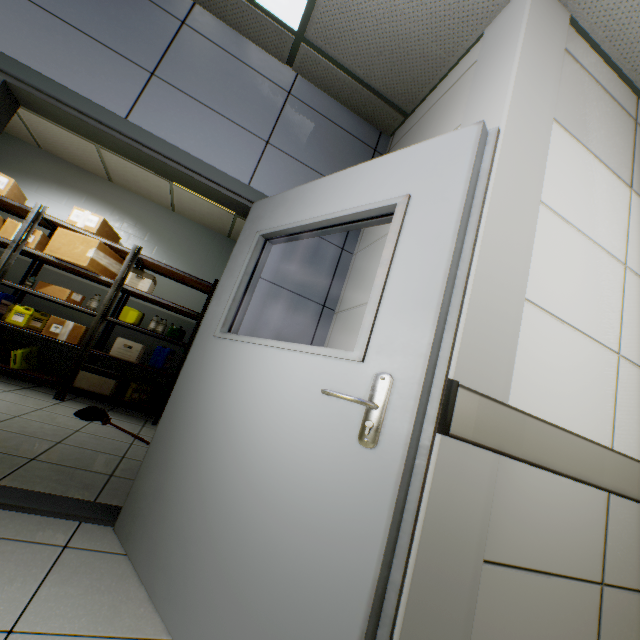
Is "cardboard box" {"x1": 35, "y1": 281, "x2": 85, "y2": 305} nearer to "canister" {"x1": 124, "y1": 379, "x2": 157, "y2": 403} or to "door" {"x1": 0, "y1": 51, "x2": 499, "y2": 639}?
"canister" {"x1": 124, "y1": 379, "x2": 157, "y2": 403}

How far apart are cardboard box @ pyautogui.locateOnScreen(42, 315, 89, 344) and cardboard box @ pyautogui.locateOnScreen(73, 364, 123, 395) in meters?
0.3

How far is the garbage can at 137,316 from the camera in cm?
464

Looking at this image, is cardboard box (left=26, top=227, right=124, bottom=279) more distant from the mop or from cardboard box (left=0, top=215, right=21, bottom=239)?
the mop

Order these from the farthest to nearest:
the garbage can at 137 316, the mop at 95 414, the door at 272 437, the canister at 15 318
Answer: the garbage can at 137 316, the canister at 15 318, the mop at 95 414, the door at 272 437

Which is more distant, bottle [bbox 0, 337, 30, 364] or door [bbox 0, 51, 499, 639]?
bottle [bbox 0, 337, 30, 364]

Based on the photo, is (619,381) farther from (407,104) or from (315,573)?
(407,104)

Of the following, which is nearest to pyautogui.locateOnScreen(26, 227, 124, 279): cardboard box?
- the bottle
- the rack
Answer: the rack
